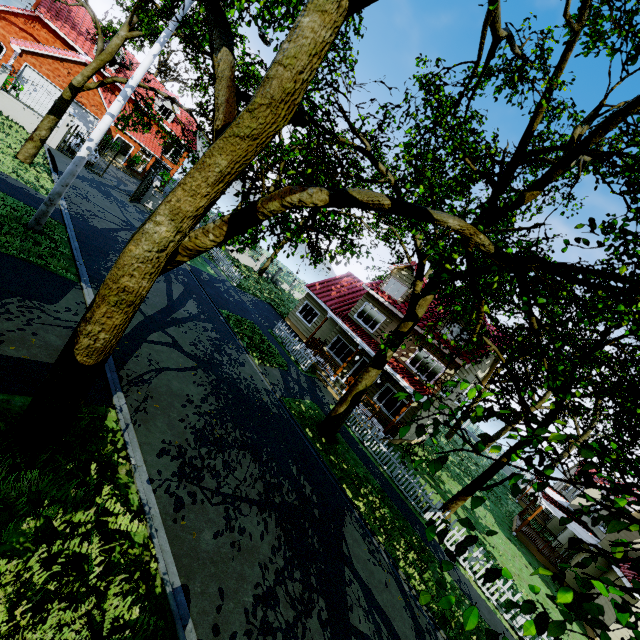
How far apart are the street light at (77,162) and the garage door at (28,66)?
23.1m

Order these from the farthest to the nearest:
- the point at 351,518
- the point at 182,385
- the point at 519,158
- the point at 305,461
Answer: the point at 519,158
the point at 305,461
the point at 351,518
the point at 182,385

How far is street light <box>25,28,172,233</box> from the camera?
9.70m

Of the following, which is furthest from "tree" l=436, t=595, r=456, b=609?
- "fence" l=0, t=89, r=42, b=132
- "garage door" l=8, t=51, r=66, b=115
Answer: "garage door" l=8, t=51, r=66, b=115

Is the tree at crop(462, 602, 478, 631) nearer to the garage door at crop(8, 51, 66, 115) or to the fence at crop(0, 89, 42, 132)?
the fence at crop(0, 89, 42, 132)

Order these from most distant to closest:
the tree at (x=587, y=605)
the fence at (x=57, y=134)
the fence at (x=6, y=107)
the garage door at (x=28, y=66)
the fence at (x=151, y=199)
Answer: the fence at (x=151, y=199)
the garage door at (x=28, y=66)
the fence at (x=57, y=134)
the fence at (x=6, y=107)
the tree at (x=587, y=605)

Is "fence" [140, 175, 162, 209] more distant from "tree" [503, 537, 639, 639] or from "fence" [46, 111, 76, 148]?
"fence" [46, 111, 76, 148]

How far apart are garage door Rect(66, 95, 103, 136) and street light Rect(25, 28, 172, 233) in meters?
23.1 m
